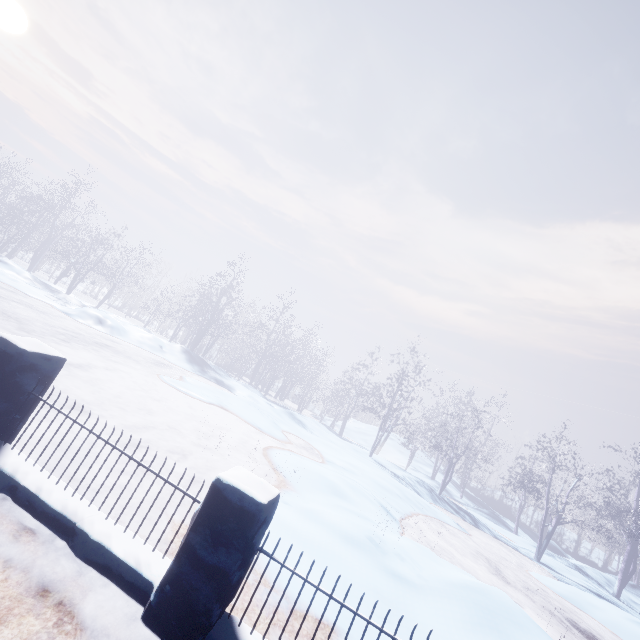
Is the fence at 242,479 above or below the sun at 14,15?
below

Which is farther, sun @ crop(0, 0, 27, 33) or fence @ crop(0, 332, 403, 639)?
sun @ crop(0, 0, 27, 33)

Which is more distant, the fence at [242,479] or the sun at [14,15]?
the sun at [14,15]

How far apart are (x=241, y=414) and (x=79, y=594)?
9.30m

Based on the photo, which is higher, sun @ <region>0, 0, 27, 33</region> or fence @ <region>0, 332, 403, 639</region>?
sun @ <region>0, 0, 27, 33</region>
